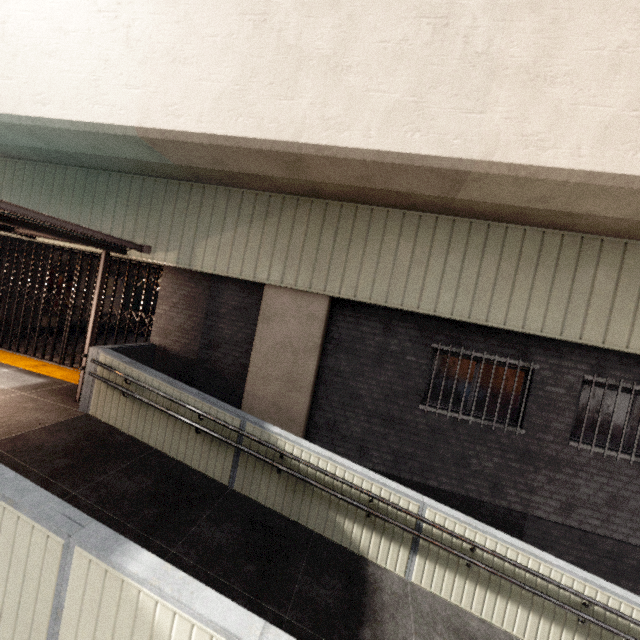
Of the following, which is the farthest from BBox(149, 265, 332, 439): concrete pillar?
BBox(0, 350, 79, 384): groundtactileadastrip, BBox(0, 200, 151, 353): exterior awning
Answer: BBox(0, 200, 151, 353): exterior awning

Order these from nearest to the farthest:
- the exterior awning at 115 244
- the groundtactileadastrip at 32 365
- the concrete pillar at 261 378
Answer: the exterior awning at 115 244 → the concrete pillar at 261 378 → the groundtactileadastrip at 32 365

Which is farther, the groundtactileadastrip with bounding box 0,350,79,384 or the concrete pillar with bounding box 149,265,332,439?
the groundtactileadastrip with bounding box 0,350,79,384

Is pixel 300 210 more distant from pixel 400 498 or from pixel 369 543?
pixel 369 543

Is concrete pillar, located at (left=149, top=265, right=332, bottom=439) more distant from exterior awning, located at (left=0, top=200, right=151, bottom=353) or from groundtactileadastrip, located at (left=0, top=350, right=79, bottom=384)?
exterior awning, located at (left=0, top=200, right=151, bottom=353)

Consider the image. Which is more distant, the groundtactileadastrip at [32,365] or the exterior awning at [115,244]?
the groundtactileadastrip at [32,365]

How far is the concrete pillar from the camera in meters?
6.3 m
